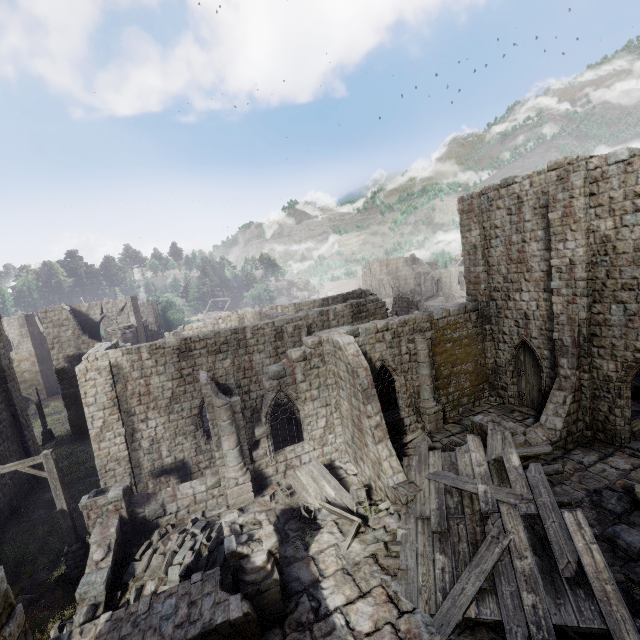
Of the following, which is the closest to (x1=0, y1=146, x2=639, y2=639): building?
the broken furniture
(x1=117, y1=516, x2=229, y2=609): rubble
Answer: (x1=117, y1=516, x2=229, y2=609): rubble

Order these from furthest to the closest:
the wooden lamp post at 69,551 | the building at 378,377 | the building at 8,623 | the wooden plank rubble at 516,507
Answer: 1. the wooden lamp post at 69,551
2. the building at 378,377
3. the wooden plank rubble at 516,507
4. the building at 8,623

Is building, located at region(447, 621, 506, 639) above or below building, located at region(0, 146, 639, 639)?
below

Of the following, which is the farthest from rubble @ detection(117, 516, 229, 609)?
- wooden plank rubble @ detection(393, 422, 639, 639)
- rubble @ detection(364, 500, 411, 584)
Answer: wooden plank rubble @ detection(393, 422, 639, 639)

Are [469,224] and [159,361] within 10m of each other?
no

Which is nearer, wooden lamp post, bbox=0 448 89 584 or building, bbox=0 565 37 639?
building, bbox=0 565 37 639

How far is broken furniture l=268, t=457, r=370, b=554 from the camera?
11.3m

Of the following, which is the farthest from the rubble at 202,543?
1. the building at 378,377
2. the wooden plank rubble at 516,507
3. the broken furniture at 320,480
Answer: the wooden plank rubble at 516,507
